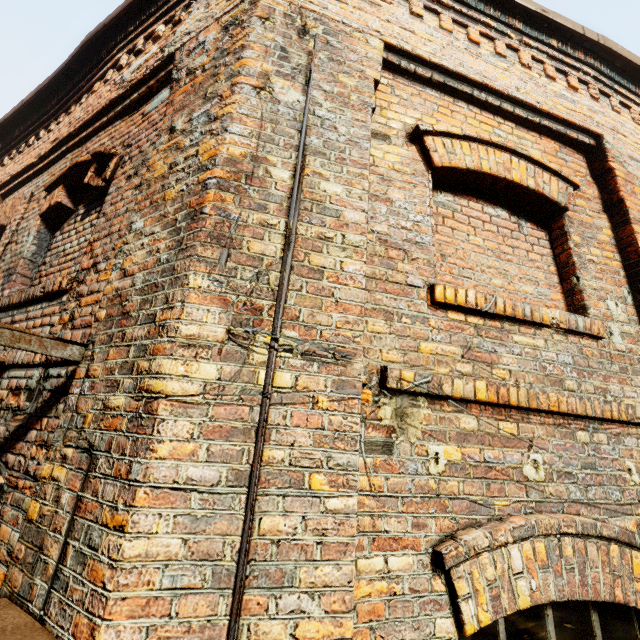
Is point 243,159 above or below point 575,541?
above
